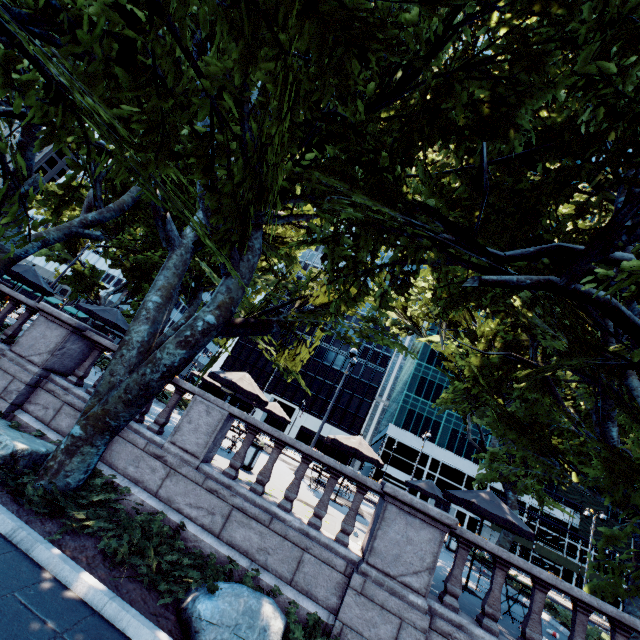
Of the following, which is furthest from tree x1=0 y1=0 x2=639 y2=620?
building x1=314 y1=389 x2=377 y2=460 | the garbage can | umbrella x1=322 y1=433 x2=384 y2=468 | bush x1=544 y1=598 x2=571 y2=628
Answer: building x1=314 y1=389 x2=377 y2=460

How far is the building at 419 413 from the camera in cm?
5422

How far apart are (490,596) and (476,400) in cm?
1395

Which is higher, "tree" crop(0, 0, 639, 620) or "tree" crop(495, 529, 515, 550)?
"tree" crop(0, 0, 639, 620)

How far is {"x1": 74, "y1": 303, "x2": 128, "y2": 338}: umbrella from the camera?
14.0 meters

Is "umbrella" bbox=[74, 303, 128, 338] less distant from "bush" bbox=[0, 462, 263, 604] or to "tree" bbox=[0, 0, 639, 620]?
"tree" bbox=[0, 0, 639, 620]

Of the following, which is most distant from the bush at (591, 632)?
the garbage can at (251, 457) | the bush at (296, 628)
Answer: the garbage can at (251, 457)

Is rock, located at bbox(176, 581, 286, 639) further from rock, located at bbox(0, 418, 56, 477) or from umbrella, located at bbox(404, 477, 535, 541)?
umbrella, located at bbox(404, 477, 535, 541)
